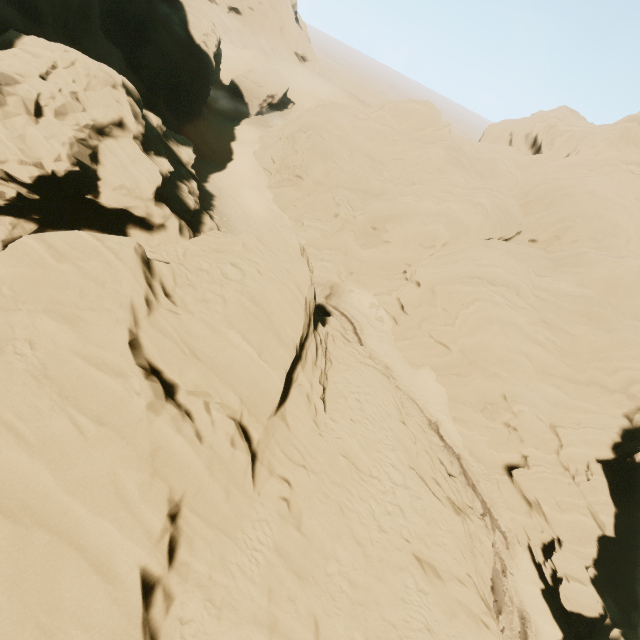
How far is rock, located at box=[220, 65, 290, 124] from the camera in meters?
54.7 m

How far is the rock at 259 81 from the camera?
54.72m

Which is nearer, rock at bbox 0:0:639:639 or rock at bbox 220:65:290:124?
rock at bbox 0:0:639:639

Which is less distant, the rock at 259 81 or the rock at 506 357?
the rock at 506 357

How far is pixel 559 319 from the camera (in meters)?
25.38
